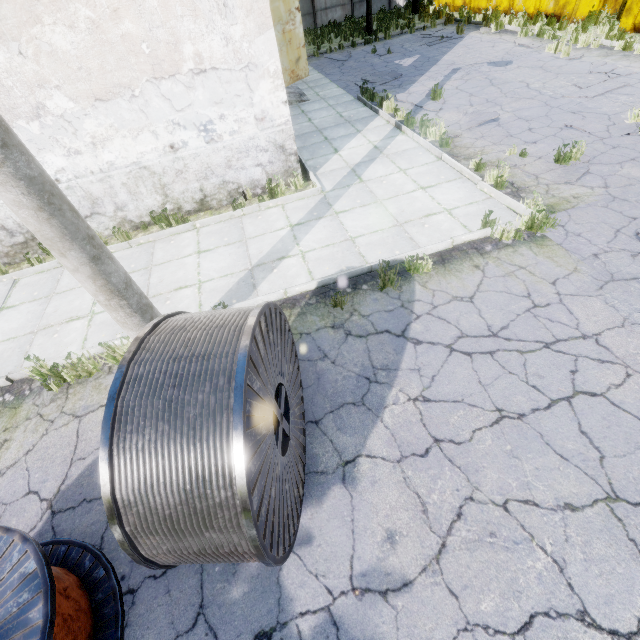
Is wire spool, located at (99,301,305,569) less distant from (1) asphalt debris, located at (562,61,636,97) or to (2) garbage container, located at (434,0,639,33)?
(1) asphalt debris, located at (562,61,636,97)

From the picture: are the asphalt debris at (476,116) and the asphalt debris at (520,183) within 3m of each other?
yes

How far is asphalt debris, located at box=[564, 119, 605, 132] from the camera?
7.6 meters

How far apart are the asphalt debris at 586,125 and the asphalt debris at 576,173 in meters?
1.1

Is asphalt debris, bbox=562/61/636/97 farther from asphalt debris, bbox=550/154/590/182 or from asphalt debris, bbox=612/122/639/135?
asphalt debris, bbox=550/154/590/182

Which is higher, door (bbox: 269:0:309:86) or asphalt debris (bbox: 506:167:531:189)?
door (bbox: 269:0:309:86)

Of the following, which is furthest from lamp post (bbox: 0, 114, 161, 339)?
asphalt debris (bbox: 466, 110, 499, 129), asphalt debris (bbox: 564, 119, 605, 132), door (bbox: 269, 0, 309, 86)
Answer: door (bbox: 269, 0, 309, 86)

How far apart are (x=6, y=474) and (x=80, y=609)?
2.3 meters
